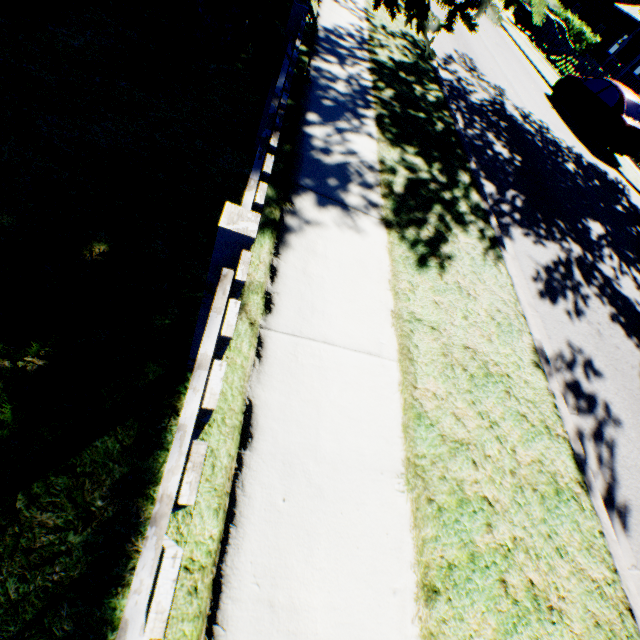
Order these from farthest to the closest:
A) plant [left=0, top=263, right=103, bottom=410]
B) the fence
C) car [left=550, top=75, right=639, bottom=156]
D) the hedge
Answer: the hedge < car [left=550, top=75, right=639, bottom=156] < plant [left=0, top=263, right=103, bottom=410] < the fence

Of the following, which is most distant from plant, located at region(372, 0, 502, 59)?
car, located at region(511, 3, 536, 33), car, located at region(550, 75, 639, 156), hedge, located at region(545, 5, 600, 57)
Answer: hedge, located at region(545, 5, 600, 57)

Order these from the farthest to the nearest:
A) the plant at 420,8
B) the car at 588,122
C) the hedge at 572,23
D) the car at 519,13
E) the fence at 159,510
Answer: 1. the hedge at 572,23
2. the car at 519,13
3. the car at 588,122
4. the plant at 420,8
5. the fence at 159,510

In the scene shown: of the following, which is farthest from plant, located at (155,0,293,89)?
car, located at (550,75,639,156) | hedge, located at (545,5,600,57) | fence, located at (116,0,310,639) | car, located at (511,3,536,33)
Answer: hedge, located at (545,5,600,57)

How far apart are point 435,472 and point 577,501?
1.5m

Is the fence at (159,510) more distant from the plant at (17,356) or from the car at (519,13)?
the car at (519,13)

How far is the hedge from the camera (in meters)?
38.59

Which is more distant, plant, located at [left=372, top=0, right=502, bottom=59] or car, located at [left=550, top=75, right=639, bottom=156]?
car, located at [left=550, top=75, right=639, bottom=156]
